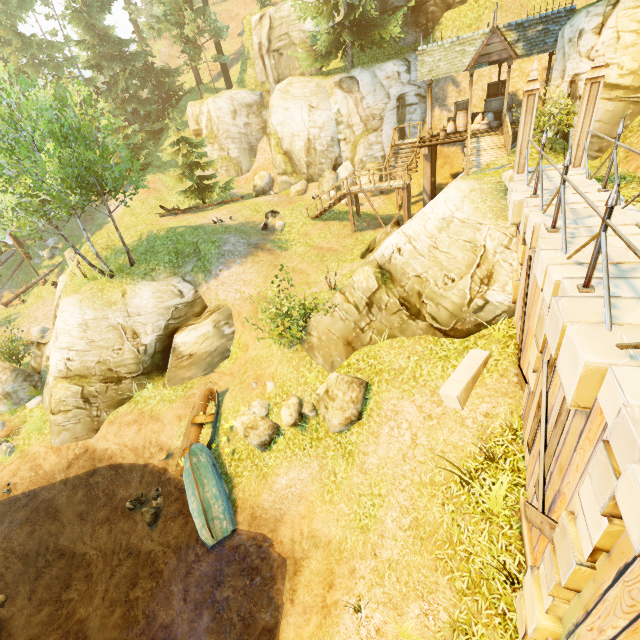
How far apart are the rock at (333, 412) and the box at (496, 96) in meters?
18.5 m

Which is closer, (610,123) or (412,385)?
(412,385)

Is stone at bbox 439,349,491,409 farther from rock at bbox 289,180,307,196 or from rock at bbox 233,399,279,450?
rock at bbox 289,180,307,196

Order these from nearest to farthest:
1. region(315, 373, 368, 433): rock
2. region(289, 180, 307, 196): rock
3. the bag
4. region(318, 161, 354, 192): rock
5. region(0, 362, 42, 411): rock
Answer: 1. region(315, 373, 368, 433): rock
2. region(0, 362, 42, 411): rock
3. the bag
4. region(318, 161, 354, 192): rock
5. region(289, 180, 307, 196): rock

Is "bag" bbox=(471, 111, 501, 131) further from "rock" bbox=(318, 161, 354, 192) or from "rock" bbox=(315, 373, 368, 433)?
"rock" bbox=(315, 373, 368, 433)

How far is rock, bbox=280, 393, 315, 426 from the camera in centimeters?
1091cm

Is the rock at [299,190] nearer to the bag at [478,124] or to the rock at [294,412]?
the bag at [478,124]

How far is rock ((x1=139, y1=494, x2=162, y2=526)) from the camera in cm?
1225
